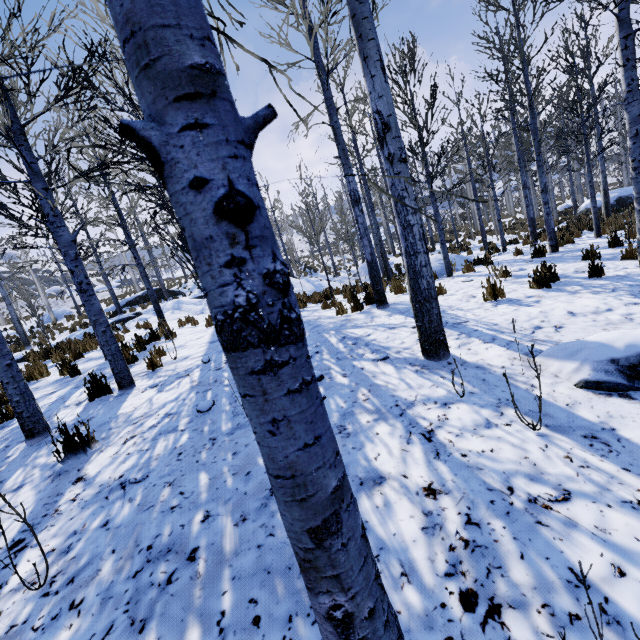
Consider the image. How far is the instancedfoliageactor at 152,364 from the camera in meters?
5.6

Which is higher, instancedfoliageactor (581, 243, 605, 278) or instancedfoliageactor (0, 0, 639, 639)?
instancedfoliageactor (0, 0, 639, 639)

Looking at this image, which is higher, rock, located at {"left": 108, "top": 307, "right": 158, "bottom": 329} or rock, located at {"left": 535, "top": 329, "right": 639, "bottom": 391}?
rock, located at {"left": 108, "top": 307, "right": 158, "bottom": 329}

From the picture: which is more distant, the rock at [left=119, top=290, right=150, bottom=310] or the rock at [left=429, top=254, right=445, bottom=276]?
the rock at [left=119, top=290, right=150, bottom=310]

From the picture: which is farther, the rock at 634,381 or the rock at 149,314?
the rock at 149,314

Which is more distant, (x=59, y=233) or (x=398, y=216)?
(x=59, y=233)

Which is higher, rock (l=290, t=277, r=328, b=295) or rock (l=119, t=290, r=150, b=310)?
rock (l=119, t=290, r=150, b=310)

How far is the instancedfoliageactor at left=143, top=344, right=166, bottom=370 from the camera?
5.6 meters
